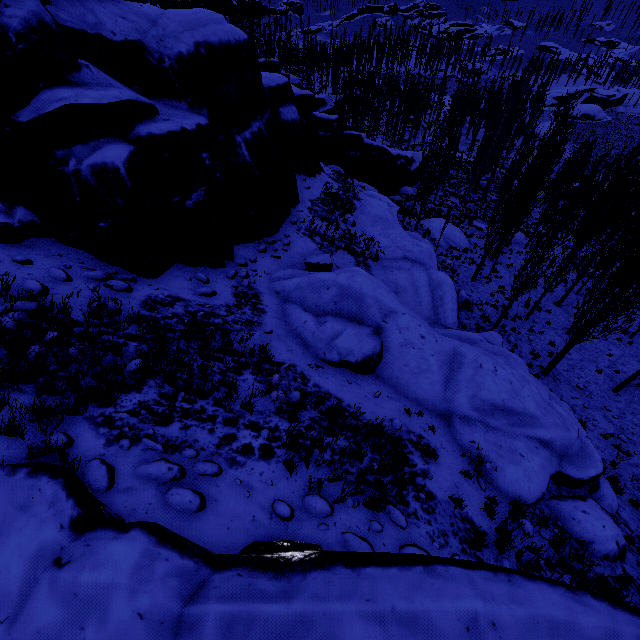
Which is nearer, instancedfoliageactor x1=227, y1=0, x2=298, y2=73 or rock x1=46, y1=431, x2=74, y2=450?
rock x1=46, y1=431, x2=74, y2=450

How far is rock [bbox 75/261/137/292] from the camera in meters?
7.7

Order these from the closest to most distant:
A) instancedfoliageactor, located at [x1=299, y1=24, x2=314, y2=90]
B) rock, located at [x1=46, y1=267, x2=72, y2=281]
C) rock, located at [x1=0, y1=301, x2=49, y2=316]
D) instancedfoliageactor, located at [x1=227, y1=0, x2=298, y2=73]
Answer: rock, located at [x1=0, y1=301, x2=49, y2=316]
rock, located at [x1=46, y1=267, x2=72, y2=281]
instancedfoliageactor, located at [x1=227, y1=0, x2=298, y2=73]
instancedfoliageactor, located at [x1=299, y1=24, x2=314, y2=90]

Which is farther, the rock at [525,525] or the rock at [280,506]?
the rock at [525,525]

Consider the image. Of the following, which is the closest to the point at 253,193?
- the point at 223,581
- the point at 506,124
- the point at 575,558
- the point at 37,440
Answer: the point at 37,440
